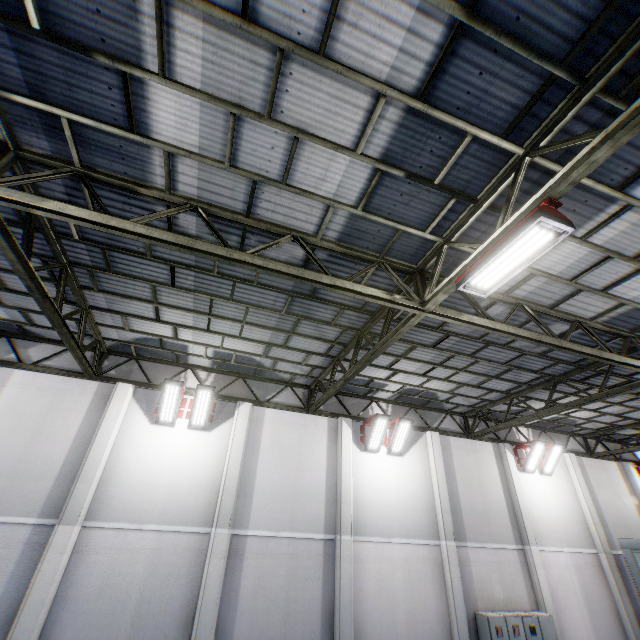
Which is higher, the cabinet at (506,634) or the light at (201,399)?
the light at (201,399)

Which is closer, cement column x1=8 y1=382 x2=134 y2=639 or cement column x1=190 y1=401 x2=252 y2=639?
cement column x1=8 y1=382 x2=134 y2=639

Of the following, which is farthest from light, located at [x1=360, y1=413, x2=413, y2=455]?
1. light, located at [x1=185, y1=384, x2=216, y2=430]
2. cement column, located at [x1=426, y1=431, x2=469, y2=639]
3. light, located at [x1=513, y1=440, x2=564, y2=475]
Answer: light, located at [x1=513, y1=440, x2=564, y2=475]

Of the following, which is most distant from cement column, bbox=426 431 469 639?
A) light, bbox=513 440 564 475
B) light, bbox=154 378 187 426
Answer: light, bbox=154 378 187 426

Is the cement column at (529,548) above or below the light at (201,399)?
below

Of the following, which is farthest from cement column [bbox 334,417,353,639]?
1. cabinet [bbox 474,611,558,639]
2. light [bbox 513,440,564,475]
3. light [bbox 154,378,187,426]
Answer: light [bbox 513,440,564,475]

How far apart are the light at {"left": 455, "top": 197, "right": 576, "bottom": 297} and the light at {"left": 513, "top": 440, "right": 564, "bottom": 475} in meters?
12.3 m

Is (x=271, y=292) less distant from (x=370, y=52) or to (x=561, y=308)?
(x=370, y=52)
